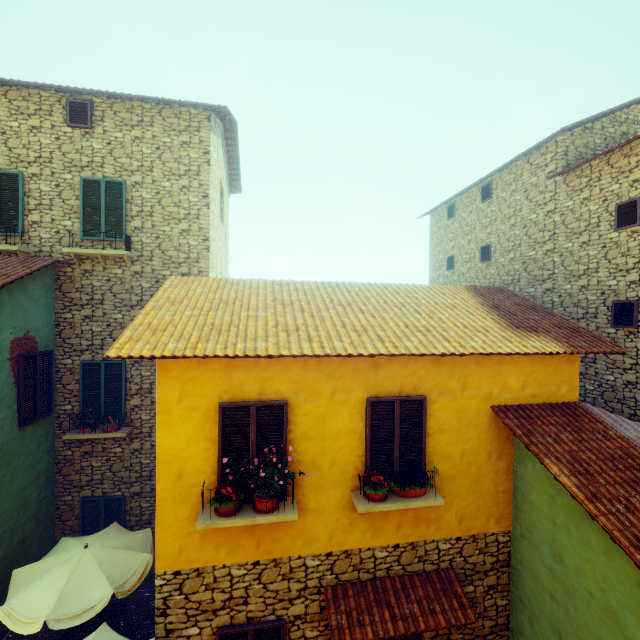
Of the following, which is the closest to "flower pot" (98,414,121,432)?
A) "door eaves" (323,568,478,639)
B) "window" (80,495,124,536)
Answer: "window" (80,495,124,536)

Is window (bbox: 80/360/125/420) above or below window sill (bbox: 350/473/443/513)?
above

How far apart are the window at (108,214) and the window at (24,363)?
3.1m

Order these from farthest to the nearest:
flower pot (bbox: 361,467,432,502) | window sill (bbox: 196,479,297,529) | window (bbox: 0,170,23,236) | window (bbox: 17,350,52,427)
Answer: window (bbox: 0,170,23,236), window (bbox: 17,350,52,427), flower pot (bbox: 361,467,432,502), window sill (bbox: 196,479,297,529)

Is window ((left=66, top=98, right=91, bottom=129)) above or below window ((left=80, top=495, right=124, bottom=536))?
above

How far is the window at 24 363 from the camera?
7.3 meters

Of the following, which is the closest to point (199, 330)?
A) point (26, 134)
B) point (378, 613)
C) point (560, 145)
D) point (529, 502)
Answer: point (378, 613)

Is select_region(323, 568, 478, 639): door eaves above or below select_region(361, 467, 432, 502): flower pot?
below
